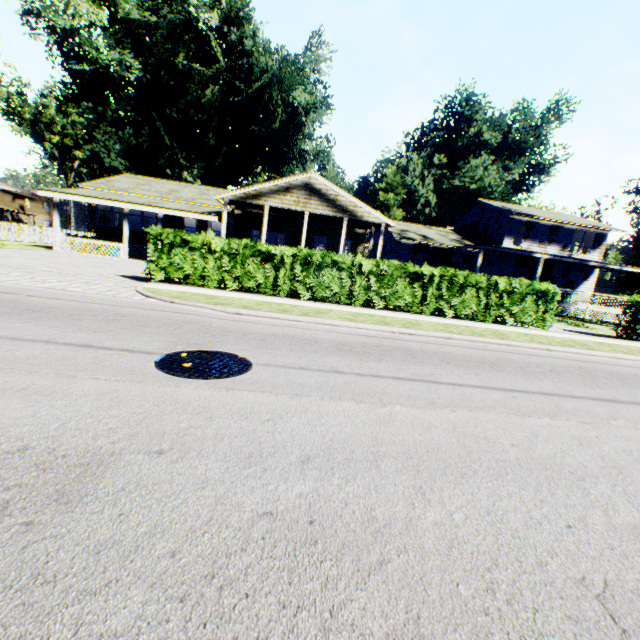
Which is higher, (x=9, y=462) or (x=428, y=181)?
(x=428, y=181)

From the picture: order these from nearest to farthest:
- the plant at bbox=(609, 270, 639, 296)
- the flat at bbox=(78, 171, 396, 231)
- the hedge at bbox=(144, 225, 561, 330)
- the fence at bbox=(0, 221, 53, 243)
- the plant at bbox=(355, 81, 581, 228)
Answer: the hedge at bbox=(144, 225, 561, 330), the flat at bbox=(78, 171, 396, 231), the fence at bbox=(0, 221, 53, 243), the plant at bbox=(355, 81, 581, 228), the plant at bbox=(609, 270, 639, 296)

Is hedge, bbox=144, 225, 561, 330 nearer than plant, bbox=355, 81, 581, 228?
Yes

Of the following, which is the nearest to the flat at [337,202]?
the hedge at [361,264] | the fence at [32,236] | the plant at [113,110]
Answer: the fence at [32,236]

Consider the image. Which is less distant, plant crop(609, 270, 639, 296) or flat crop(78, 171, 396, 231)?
flat crop(78, 171, 396, 231)

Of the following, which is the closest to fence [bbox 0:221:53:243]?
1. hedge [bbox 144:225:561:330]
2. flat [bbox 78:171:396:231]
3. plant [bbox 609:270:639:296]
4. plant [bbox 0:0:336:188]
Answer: plant [bbox 0:0:336:188]

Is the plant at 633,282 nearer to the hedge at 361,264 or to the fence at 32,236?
the fence at 32,236

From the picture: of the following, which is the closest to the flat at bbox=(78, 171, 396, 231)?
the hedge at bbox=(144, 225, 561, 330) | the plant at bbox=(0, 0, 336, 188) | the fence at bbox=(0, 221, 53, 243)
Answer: the fence at bbox=(0, 221, 53, 243)
